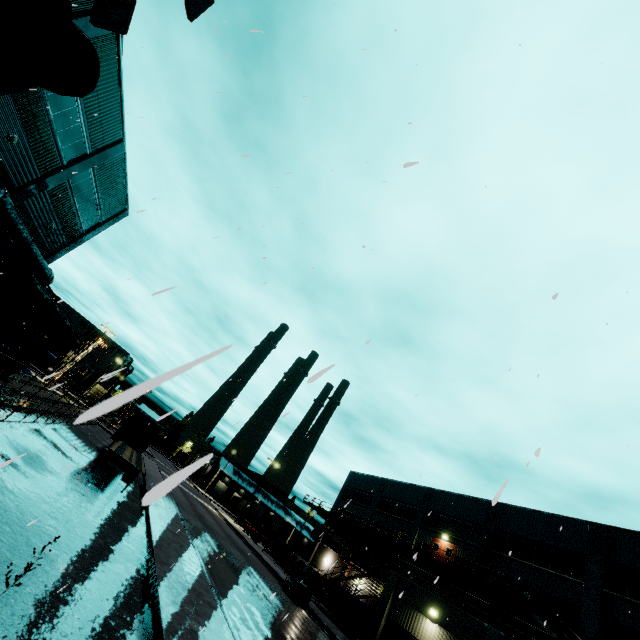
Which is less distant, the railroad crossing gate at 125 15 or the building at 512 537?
the railroad crossing gate at 125 15

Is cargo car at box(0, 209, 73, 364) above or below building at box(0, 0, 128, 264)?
below

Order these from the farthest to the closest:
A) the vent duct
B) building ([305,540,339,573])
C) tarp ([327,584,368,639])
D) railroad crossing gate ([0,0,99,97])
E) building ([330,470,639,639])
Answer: building ([305,540,339,573])
the vent duct
tarp ([327,584,368,639])
building ([330,470,639,639])
railroad crossing gate ([0,0,99,97])

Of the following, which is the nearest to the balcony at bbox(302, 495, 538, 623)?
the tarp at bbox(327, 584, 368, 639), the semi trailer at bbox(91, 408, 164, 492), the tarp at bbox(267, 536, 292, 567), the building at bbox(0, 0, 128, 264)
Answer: the building at bbox(0, 0, 128, 264)

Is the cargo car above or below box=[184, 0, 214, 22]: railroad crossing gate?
below

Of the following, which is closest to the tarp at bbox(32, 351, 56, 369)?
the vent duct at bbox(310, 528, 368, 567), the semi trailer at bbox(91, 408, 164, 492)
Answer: the semi trailer at bbox(91, 408, 164, 492)

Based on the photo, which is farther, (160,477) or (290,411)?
(160,477)

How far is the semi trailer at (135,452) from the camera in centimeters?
1655cm
